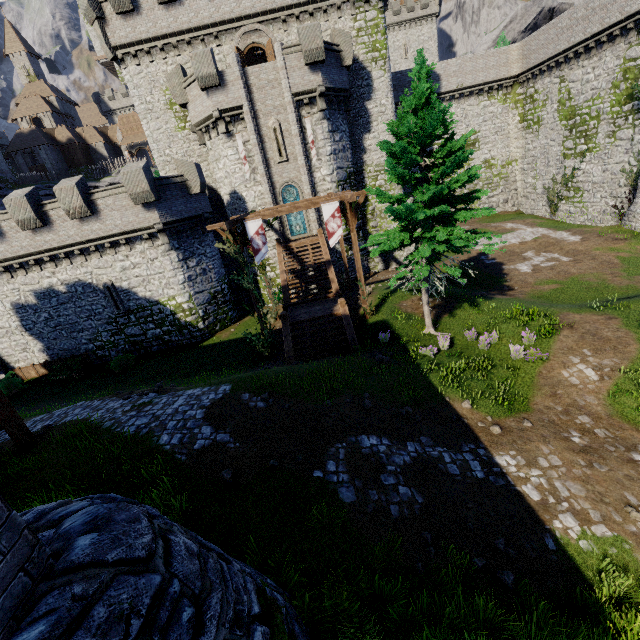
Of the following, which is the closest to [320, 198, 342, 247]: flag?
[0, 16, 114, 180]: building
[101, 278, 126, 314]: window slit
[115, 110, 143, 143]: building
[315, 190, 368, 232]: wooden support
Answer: [315, 190, 368, 232]: wooden support

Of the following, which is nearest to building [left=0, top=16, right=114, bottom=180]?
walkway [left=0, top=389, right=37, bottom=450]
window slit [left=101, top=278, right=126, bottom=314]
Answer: window slit [left=101, top=278, right=126, bottom=314]

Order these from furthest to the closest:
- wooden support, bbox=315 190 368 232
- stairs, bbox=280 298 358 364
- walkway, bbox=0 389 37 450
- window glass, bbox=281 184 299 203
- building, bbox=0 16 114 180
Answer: building, bbox=0 16 114 180 → window glass, bbox=281 184 299 203 → wooden support, bbox=315 190 368 232 → stairs, bbox=280 298 358 364 → walkway, bbox=0 389 37 450

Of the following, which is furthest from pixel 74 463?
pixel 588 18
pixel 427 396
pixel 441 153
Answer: pixel 588 18

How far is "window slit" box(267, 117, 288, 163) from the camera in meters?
22.2

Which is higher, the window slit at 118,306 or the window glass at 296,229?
the window glass at 296,229

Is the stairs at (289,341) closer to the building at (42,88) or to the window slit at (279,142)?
the window slit at (279,142)

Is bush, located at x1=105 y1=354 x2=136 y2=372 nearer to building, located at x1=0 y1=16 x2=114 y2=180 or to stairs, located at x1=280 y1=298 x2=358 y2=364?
stairs, located at x1=280 y1=298 x2=358 y2=364
